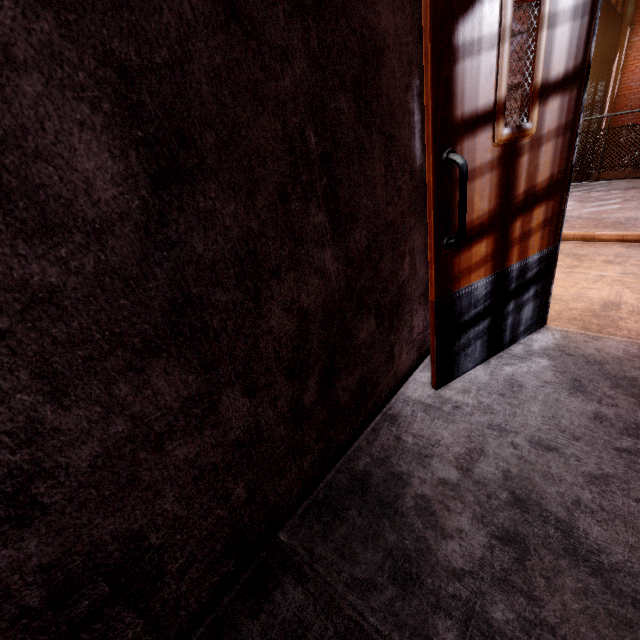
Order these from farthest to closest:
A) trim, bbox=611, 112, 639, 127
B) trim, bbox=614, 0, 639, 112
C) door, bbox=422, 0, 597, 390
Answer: trim, bbox=611, 112, 639, 127, trim, bbox=614, 0, 639, 112, door, bbox=422, 0, 597, 390

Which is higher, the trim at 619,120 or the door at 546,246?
the door at 546,246

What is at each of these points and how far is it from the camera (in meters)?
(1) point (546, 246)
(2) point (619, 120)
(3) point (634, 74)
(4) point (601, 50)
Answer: (1) door, 1.84
(2) trim, 12.25
(3) trim, 11.52
(4) metal bar, 7.27

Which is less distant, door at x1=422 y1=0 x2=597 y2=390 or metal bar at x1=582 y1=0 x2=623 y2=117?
door at x1=422 y1=0 x2=597 y2=390

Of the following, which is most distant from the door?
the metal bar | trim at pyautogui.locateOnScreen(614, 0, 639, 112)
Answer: trim at pyautogui.locateOnScreen(614, 0, 639, 112)

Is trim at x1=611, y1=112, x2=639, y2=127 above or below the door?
below

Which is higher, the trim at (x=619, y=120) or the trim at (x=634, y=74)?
the trim at (x=634, y=74)
